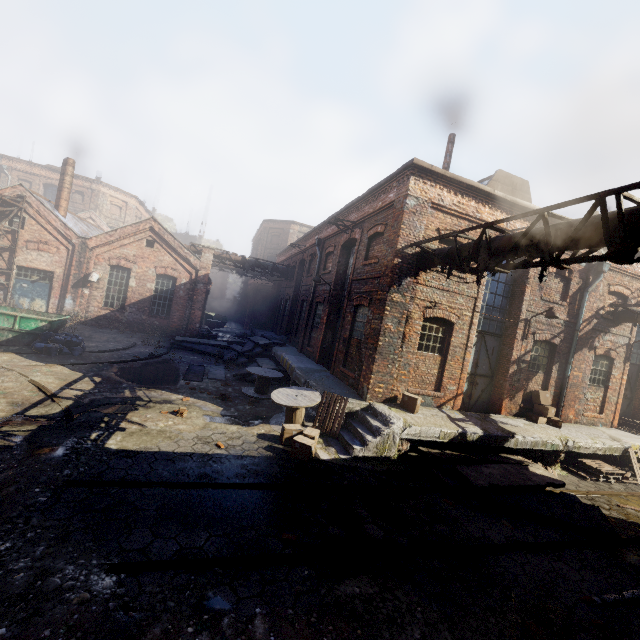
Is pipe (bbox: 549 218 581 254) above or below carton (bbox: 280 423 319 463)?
above

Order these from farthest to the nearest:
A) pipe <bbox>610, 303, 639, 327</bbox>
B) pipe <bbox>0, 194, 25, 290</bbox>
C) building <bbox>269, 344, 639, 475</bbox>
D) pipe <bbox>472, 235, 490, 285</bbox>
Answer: pipe <bbox>0, 194, 25, 290</bbox>, pipe <bbox>610, 303, 639, 327</bbox>, building <bbox>269, 344, 639, 475</bbox>, pipe <bbox>472, 235, 490, 285</bbox>

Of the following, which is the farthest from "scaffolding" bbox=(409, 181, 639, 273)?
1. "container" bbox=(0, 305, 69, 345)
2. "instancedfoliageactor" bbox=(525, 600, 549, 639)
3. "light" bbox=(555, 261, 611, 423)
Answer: "container" bbox=(0, 305, 69, 345)

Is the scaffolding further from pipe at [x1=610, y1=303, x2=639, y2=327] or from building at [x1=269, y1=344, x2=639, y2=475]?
building at [x1=269, y1=344, x2=639, y2=475]

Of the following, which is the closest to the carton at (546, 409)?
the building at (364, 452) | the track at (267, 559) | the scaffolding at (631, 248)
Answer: the building at (364, 452)

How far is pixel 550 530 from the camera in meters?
7.0 m

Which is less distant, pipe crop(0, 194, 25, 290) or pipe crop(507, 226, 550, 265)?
pipe crop(507, 226, 550, 265)

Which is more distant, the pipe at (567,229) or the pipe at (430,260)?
the pipe at (430,260)
